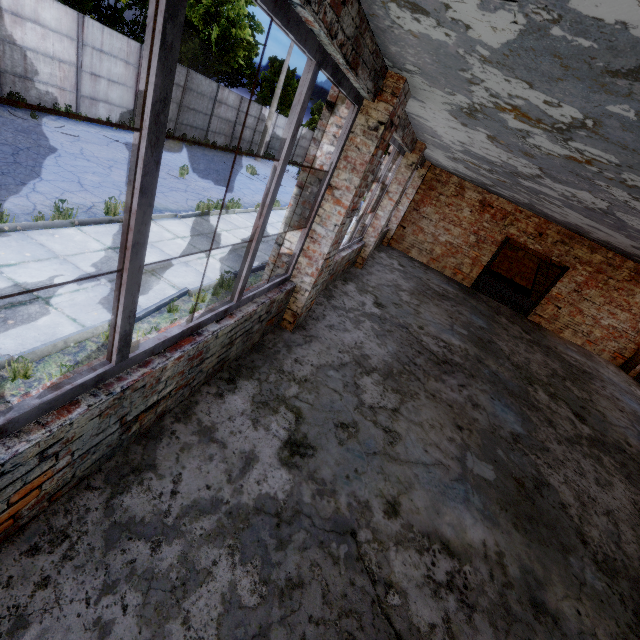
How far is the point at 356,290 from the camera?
7.1m

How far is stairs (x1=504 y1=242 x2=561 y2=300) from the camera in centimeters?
1656cm

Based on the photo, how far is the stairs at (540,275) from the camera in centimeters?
1656cm
